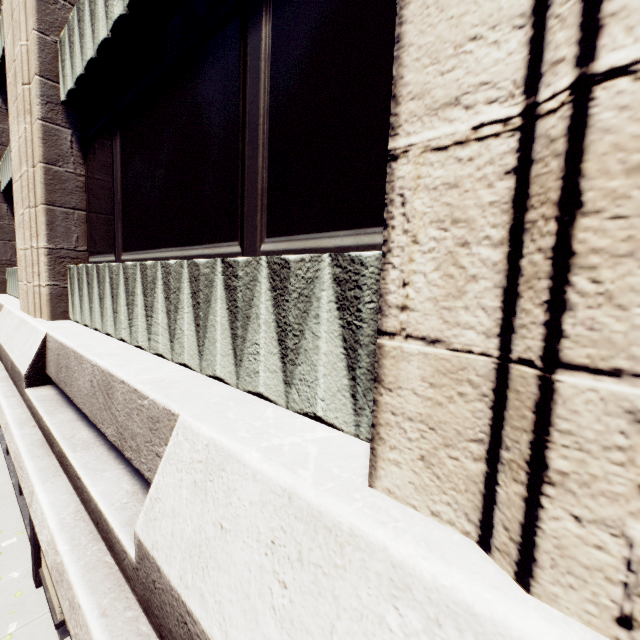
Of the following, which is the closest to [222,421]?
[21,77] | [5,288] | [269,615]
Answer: [269,615]
